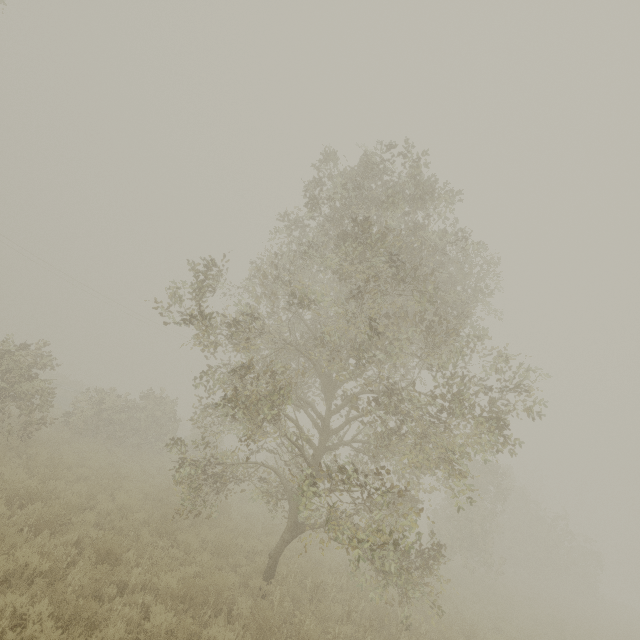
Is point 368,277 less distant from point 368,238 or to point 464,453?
point 368,238
